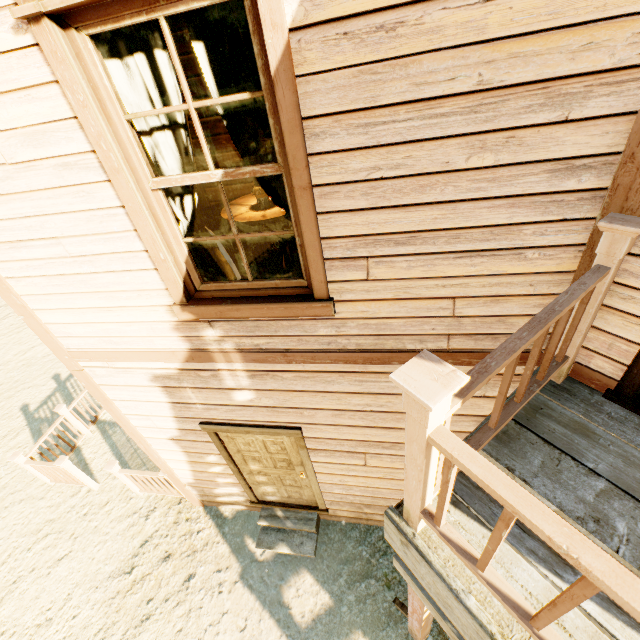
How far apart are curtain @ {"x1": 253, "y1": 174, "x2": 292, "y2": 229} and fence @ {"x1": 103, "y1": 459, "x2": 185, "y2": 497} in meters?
4.1

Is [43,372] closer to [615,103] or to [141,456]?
[141,456]

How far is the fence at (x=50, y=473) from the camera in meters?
5.6

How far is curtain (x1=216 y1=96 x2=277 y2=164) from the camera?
1.85m

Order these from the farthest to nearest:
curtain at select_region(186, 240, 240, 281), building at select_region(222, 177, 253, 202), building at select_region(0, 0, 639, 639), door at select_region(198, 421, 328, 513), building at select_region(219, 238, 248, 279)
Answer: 1. building at select_region(222, 177, 253, 202)
2. building at select_region(219, 238, 248, 279)
3. door at select_region(198, 421, 328, 513)
4. curtain at select_region(186, 240, 240, 281)
5. building at select_region(0, 0, 639, 639)

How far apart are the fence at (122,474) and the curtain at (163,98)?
3.7m

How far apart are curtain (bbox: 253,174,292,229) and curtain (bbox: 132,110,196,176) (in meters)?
0.14

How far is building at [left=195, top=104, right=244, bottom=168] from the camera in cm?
446
